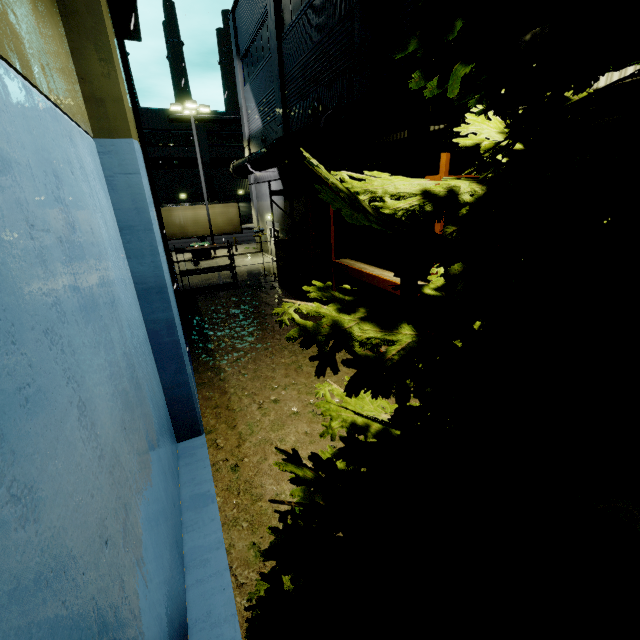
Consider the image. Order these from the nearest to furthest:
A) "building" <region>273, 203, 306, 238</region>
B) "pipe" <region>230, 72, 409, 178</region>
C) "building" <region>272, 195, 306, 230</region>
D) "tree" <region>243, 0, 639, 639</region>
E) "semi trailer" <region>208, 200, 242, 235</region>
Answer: "tree" <region>243, 0, 639, 639</region>, "pipe" <region>230, 72, 409, 178</region>, "building" <region>272, 195, 306, 230</region>, "building" <region>273, 203, 306, 238</region>, "semi trailer" <region>208, 200, 242, 235</region>

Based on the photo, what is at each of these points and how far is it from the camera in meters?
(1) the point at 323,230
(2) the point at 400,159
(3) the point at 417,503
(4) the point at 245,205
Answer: (1) building, 14.8 m
(2) building, 9.1 m
(3) tree, 1.4 m
(4) roll-up door, 49.0 m

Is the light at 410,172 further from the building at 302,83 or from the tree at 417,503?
the building at 302,83

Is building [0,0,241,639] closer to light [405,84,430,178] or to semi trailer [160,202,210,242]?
semi trailer [160,202,210,242]

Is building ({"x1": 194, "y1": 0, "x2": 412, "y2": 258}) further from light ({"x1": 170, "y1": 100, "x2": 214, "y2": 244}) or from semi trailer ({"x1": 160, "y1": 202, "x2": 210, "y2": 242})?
light ({"x1": 170, "y1": 100, "x2": 214, "y2": 244})

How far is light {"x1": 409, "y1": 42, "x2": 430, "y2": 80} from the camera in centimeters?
342cm

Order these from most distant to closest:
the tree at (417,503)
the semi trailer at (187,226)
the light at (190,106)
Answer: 1. the semi trailer at (187,226)
2. the light at (190,106)
3. the tree at (417,503)
